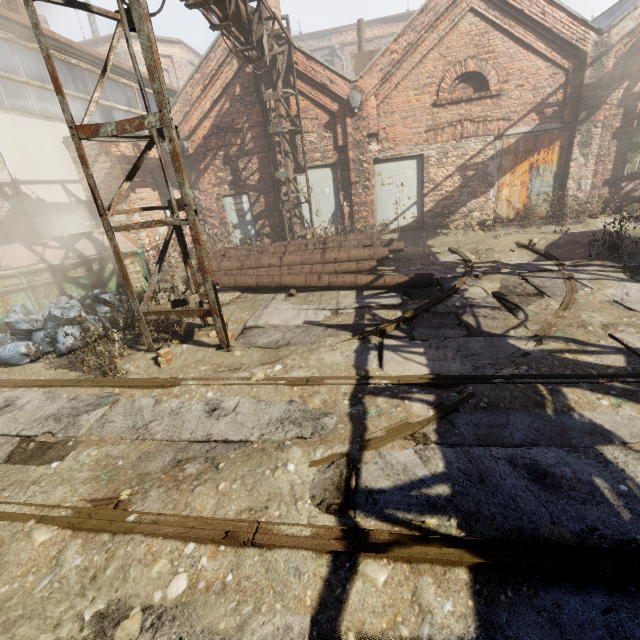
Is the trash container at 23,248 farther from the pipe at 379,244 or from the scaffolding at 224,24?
the scaffolding at 224,24

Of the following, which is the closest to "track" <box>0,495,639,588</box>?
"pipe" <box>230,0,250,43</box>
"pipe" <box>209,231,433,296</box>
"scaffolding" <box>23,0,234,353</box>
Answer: "scaffolding" <box>23,0,234,353</box>

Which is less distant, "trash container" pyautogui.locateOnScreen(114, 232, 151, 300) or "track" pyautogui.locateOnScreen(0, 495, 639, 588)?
"track" pyautogui.locateOnScreen(0, 495, 639, 588)

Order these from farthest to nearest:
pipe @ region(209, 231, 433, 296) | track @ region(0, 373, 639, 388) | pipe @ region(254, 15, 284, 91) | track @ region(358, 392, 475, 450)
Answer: pipe @ region(254, 15, 284, 91)
pipe @ region(209, 231, 433, 296)
track @ region(0, 373, 639, 388)
track @ region(358, 392, 475, 450)

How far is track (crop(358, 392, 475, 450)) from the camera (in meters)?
2.92

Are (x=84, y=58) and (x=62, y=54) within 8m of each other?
yes

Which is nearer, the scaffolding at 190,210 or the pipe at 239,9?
the scaffolding at 190,210

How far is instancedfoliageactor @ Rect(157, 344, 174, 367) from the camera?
4.84m
